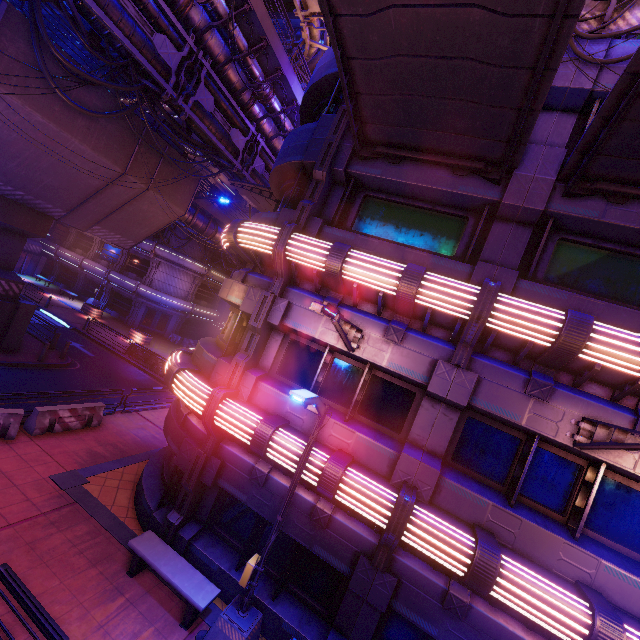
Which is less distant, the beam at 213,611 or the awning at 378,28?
the awning at 378,28

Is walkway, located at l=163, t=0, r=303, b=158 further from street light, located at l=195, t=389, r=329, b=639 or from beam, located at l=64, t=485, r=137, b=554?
beam, located at l=64, t=485, r=137, b=554

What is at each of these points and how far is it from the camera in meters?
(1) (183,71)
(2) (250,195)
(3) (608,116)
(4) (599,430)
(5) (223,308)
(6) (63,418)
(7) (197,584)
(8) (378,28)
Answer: (1) pipe, 13.5
(2) awning, 17.4
(3) awning, 5.6
(4) street light, 5.7
(5) tunnel, 40.8
(6) fence, 12.1
(7) bench, 7.4
(8) awning, 5.7

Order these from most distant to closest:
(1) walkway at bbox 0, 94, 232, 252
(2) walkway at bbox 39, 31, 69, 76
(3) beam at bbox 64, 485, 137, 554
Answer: (1) walkway at bbox 0, 94, 232, 252
(2) walkway at bbox 39, 31, 69, 76
(3) beam at bbox 64, 485, 137, 554

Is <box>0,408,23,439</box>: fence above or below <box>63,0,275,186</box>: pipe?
below

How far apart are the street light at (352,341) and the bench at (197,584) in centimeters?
637cm

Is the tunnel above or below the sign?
below

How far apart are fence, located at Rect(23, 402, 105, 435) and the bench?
6.4m
